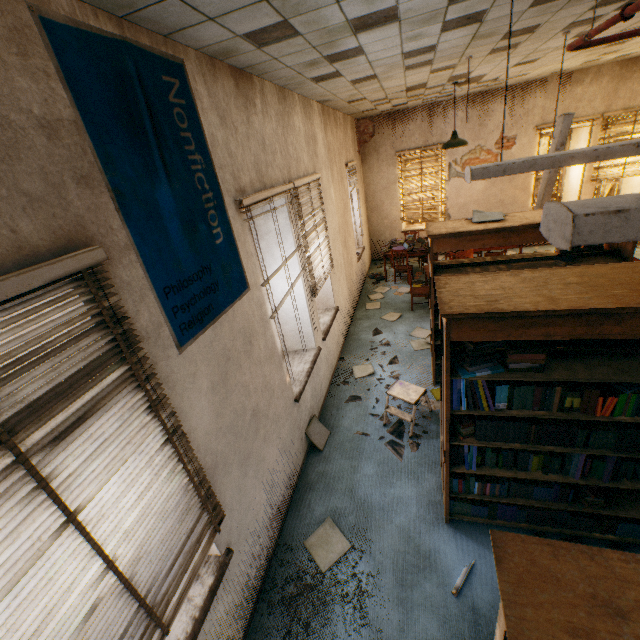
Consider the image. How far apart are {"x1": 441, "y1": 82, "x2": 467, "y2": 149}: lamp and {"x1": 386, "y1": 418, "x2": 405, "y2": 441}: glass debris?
4.99m

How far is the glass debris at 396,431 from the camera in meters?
4.0 m

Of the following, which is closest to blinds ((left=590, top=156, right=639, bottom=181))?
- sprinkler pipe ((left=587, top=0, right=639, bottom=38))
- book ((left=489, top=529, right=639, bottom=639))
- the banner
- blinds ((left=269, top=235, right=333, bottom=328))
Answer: sprinkler pipe ((left=587, top=0, right=639, bottom=38))

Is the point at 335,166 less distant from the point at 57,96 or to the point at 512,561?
the point at 57,96

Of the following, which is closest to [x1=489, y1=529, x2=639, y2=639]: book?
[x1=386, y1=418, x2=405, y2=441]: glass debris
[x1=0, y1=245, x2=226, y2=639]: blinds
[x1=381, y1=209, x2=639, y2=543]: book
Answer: Answer: [x1=381, y1=209, x2=639, y2=543]: book

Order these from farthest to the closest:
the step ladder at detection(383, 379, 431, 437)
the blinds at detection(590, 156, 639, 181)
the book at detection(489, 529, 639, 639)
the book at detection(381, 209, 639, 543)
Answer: the blinds at detection(590, 156, 639, 181)
the step ladder at detection(383, 379, 431, 437)
the book at detection(381, 209, 639, 543)
the book at detection(489, 529, 639, 639)

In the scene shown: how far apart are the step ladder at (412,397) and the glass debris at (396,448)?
0.1m

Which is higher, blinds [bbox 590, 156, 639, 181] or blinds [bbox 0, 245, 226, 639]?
blinds [bbox 590, 156, 639, 181]
